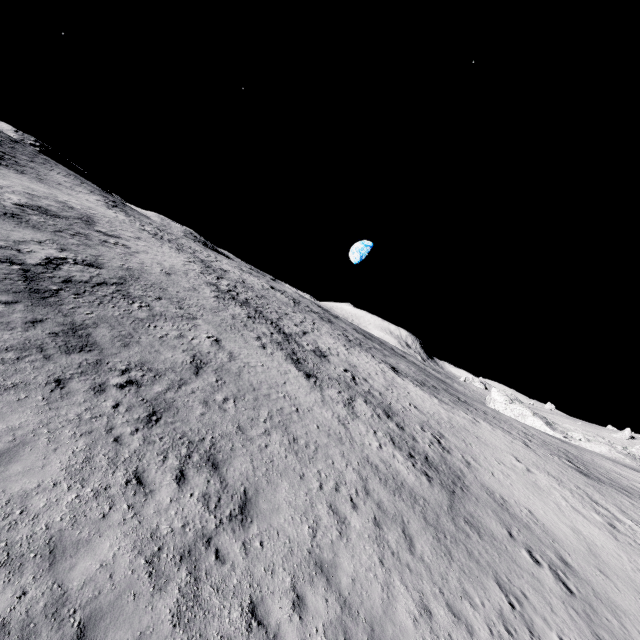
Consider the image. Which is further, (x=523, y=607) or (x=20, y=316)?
(x=20, y=316)
